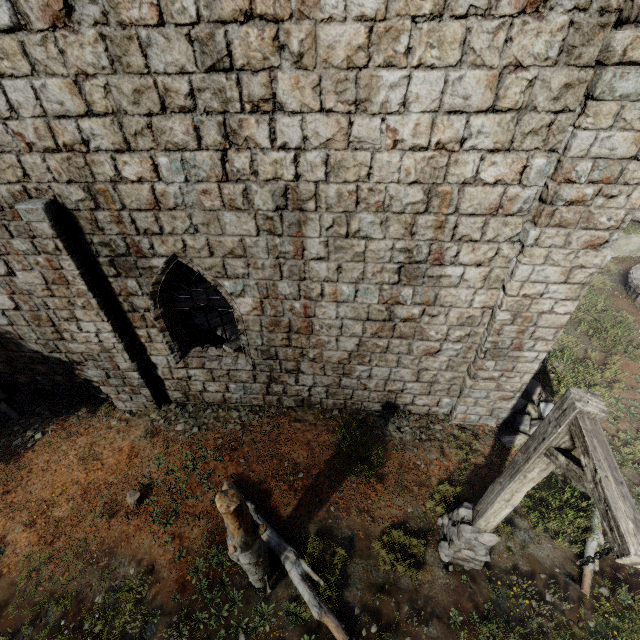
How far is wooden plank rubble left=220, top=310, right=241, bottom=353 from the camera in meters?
8.2

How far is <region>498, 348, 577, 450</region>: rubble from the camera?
7.9m

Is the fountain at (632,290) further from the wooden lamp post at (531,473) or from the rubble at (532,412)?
the wooden lamp post at (531,473)

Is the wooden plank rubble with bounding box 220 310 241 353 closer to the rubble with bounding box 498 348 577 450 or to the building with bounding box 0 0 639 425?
the building with bounding box 0 0 639 425

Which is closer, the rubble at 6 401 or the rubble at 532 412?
the rubble at 532 412

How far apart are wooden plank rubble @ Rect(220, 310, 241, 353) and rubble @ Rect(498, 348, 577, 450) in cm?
614

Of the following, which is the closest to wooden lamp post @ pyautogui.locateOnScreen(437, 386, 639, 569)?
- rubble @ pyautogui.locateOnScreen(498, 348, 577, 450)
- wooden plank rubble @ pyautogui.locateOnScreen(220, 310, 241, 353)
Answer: rubble @ pyautogui.locateOnScreen(498, 348, 577, 450)

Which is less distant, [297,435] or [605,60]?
[605,60]
